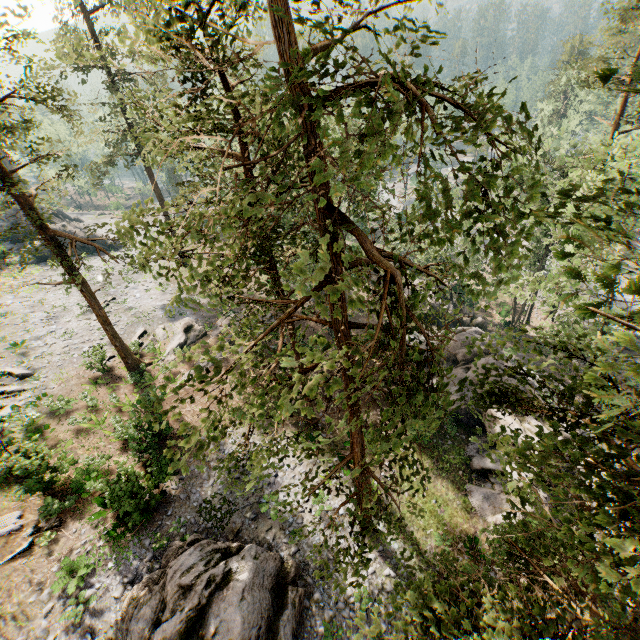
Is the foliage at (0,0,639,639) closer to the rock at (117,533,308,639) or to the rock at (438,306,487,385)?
the rock at (438,306,487,385)

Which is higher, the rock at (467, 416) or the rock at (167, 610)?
the rock at (167, 610)

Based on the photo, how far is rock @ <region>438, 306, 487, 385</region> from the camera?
24.1m

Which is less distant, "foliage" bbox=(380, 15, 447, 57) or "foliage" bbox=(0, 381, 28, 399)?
"foliage" bbox=(380, 15, 447, 57)

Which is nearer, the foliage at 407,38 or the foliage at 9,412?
the foliage at 407,38

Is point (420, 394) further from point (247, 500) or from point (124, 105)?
point (247, 500)

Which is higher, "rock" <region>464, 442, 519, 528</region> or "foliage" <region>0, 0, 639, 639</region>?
"foliage" <region>0, 0, 639, 639</region>
